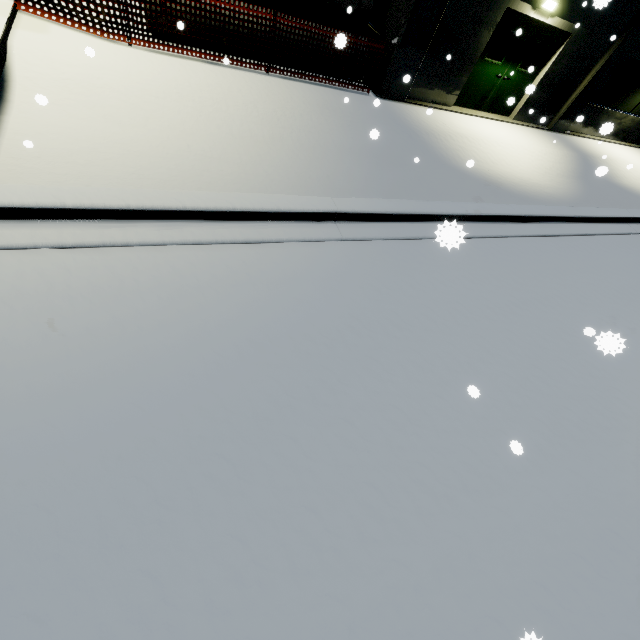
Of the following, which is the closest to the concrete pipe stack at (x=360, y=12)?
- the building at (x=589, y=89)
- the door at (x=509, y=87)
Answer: the building at (x=589, y=89)

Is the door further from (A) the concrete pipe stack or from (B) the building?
(A) the concrete pipe stack

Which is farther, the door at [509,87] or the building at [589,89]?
the door at [509,87]

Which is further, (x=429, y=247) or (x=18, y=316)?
(x=429, y=247)

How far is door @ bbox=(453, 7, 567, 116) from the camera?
9.2m

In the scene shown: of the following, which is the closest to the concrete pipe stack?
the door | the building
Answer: the building
